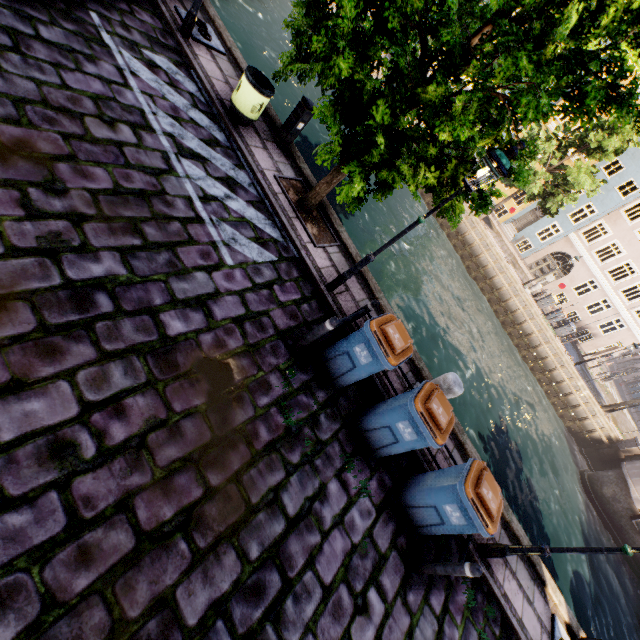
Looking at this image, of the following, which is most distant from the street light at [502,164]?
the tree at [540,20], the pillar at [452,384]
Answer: the pillar at [452,384]

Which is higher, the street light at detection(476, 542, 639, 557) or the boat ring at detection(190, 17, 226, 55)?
the street light at detection(476, 542, 639, 557)

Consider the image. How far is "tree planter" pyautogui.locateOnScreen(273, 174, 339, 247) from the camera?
7.32m

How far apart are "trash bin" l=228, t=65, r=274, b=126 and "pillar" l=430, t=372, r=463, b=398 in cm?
702

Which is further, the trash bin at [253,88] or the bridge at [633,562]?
the bridge at [633,562]

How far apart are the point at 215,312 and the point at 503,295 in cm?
2503

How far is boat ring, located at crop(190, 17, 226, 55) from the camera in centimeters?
788cm

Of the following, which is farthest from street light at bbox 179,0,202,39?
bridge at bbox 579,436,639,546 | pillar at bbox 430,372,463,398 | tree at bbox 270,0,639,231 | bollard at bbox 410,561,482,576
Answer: bridge at bbox 579,436,639,546
